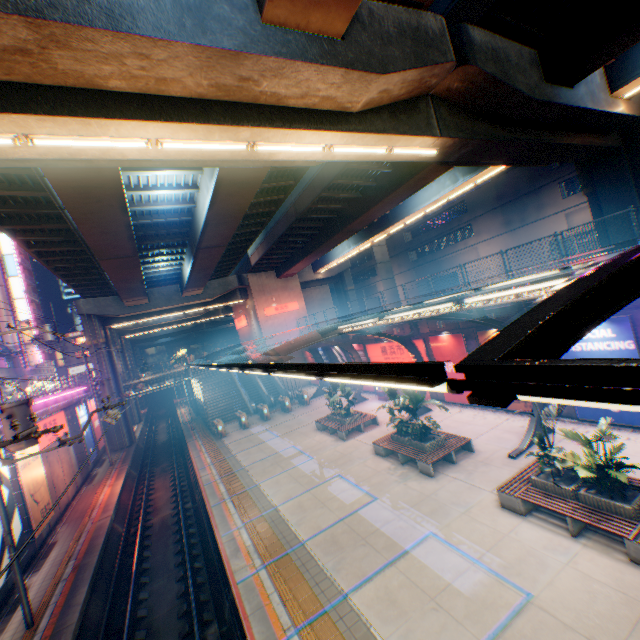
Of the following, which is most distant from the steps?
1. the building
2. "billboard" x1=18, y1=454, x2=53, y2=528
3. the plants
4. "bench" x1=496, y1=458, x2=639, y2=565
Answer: the building

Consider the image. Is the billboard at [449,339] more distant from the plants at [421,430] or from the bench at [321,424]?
the plants at [421,430]

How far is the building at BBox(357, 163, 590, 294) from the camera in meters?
30.6 m

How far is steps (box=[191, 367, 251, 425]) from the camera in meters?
32.5 m

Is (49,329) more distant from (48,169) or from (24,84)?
(24,84)

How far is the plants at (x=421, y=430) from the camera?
13.8m

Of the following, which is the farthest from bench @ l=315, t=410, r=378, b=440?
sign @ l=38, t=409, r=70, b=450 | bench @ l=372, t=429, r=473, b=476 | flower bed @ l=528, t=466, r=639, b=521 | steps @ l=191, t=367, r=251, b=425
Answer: sign @ l=38, t=409, r=70, b=450

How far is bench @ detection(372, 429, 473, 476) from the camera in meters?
13.2
